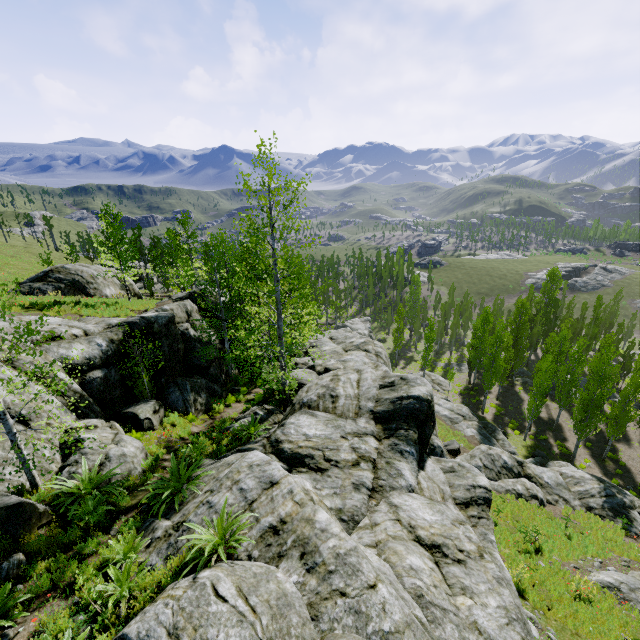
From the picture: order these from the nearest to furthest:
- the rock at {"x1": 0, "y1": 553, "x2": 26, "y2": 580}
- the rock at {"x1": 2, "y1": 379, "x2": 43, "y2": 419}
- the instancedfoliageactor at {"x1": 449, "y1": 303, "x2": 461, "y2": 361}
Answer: the rock at {"x1": 0, "y1": 553, "x2": 26, "y2": 580}, the rock at {"x1": 2, "y1": 379, "x2": 43, "y2": 419}, the instancedfoliageactor at {"x1": 449, "y1": 303, "x2": 461, "y2": 361}

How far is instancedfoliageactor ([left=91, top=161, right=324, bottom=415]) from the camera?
13.0 meters

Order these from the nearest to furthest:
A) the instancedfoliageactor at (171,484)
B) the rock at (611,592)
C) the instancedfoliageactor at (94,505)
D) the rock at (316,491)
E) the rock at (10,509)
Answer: the rock at (316,491), the instancedfoliageactor at (94,505), the rock at (10,509), the instancedfoliageactor at (171,484), the rock at (611,592)

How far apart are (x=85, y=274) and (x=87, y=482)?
23.5m

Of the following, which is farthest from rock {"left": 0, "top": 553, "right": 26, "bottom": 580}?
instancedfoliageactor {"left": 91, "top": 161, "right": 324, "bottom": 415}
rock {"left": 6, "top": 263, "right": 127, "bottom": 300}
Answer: rock {"left": 6, "top": 263, "right": 127, "bottom": 300}

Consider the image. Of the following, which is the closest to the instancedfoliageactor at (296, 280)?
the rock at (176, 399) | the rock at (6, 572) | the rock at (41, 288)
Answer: the rock at (176, 399)

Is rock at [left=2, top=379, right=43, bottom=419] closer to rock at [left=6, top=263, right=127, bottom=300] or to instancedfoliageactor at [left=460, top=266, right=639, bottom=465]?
instancedfoliageactor at [left=460, top=266, right=639, bottom=465]

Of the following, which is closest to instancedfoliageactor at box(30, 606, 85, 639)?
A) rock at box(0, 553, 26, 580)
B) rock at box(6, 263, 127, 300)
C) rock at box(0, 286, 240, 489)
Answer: rock at box(0, 286, 240, 489)
